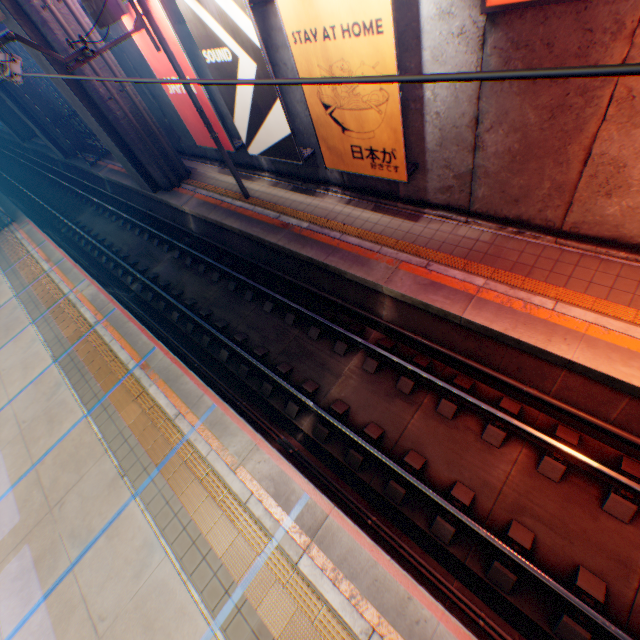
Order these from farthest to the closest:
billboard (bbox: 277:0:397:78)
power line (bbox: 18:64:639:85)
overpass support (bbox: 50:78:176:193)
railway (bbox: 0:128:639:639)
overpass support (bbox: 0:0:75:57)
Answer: overpass support (bbox: 50:78:176:193) → overpass support (bbox: 0:0:75:57) → billboard (bbox: 277:0:397:78) → railway (bbox: 0:128:639:639) → power line (bbox: 18:64:639:85)

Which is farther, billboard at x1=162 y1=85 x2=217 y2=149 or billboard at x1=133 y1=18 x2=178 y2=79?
billboard at x1=162 y1=85 x2=217 y2=149

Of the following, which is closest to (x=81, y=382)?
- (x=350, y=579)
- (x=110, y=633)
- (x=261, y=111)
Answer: (x=110, y=633)

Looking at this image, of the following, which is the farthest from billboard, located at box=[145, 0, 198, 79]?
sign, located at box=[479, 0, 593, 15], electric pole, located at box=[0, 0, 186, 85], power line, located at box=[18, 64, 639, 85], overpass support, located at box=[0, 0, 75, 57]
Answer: sign, located at box=[479, 0, 593, 15]

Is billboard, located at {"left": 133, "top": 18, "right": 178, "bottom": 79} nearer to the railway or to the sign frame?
the sign frame

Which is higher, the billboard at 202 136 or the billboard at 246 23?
the billboard at 246 23

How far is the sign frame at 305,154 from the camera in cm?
833

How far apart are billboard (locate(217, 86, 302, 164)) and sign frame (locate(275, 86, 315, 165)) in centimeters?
0cm
